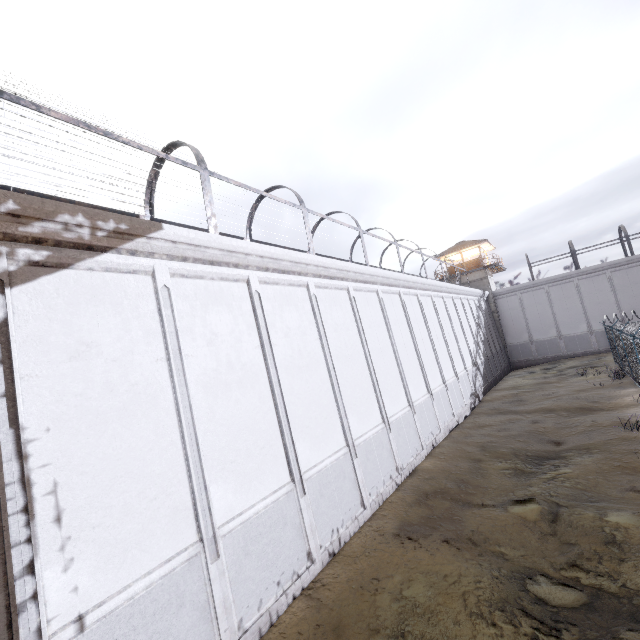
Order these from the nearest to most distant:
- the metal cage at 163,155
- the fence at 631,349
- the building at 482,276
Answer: the metal cage at 163,155 < the fence at 631,349 < the building at 482,276

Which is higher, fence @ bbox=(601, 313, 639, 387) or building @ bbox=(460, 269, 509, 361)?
building @ bbox=(460, 269, 509, 361)

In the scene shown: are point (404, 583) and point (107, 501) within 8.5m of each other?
yes

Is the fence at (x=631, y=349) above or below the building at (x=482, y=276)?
below

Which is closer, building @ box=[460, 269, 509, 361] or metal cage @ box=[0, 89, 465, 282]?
metal cage @ box=[0, 89, 465, 282]

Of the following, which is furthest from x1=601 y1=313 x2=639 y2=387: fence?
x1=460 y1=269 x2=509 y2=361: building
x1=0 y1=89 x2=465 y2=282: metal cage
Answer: x1=460 y1=269 x2=509 y2=361: building

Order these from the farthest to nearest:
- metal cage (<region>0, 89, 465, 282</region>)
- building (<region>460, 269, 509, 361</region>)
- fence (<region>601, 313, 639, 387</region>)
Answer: building (<region>460, 269, 509, 361</region>)
fence (<region>601, 313, 639, 387</region>)
metal cage (<region>0, 89, 465, 282</region>)

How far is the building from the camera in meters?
35.9 m
